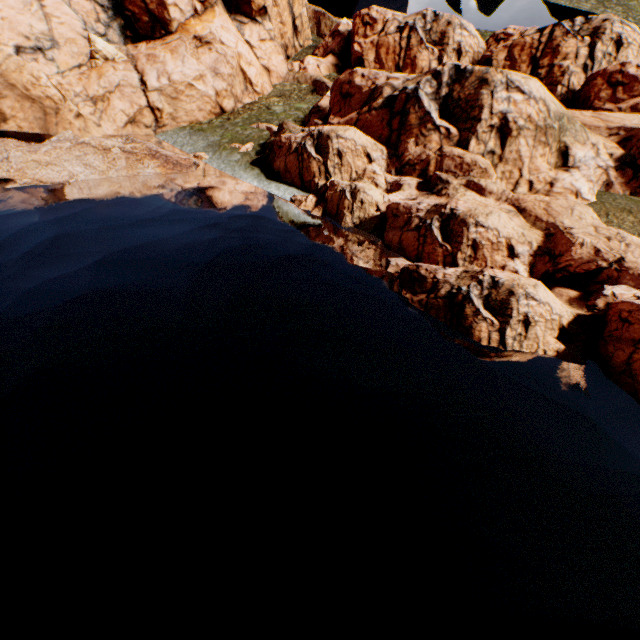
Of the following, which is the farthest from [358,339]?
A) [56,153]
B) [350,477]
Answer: [56,153]
